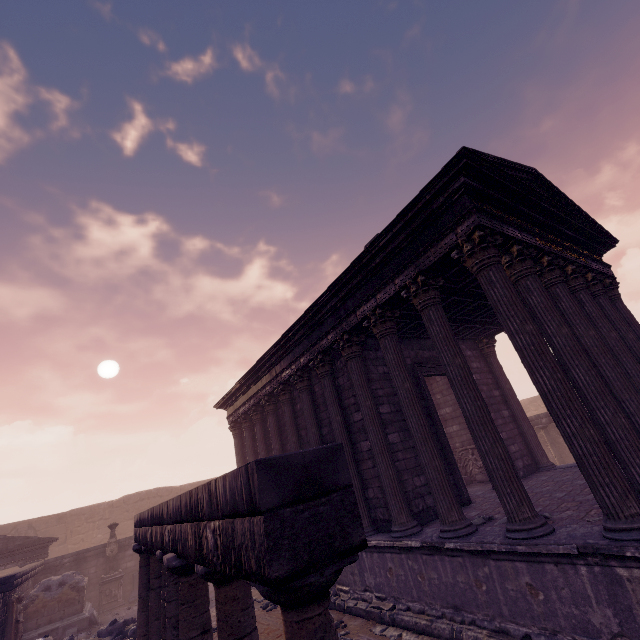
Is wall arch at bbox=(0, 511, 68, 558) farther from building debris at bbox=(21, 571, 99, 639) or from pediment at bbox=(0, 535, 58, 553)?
building debris at bbox=(21, 571, 99, 639)

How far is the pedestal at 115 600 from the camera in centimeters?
1434cm

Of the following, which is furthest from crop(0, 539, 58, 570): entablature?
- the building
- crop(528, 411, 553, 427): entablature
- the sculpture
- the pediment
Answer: crop(528, 411, 553, 427): entablature

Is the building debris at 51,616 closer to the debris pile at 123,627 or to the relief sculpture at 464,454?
the debris pile at 123,627

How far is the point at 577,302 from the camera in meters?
7.2

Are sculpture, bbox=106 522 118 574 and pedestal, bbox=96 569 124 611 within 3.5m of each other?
yes

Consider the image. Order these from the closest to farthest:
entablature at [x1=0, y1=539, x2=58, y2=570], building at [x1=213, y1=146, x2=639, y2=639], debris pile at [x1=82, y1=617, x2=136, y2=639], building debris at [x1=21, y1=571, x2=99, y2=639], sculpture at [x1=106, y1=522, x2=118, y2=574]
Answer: building at [x1=213, y1=146, x2=639, y2=639]
debris pile at [x1=82, y1=617, x2=136, y2=639]
building debris at [x1=21, y1=571, x2=99, y2=639]
entablature at [x1=0, y1=539, x2=58, y2=570]
sculpture at [x1=106, y1=522, x2=118, y2=574]

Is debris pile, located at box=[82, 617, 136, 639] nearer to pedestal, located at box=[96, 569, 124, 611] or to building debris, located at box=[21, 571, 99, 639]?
building debris, located at box=[21, 571, 99, 639]
